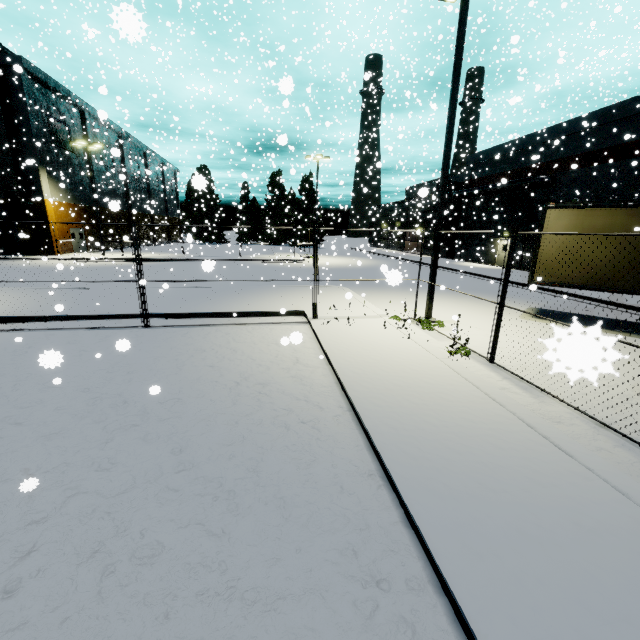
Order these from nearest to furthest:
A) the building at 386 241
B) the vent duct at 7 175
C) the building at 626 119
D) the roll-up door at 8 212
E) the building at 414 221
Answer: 1. the building at 626 119
2. the vent duct at 7 175
3. the building at 414 221
4. the roll-up door at 8 212
5. the building at 386 241

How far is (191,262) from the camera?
29.3m

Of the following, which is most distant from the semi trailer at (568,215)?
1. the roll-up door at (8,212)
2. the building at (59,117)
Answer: the roll-up door at (8,212)

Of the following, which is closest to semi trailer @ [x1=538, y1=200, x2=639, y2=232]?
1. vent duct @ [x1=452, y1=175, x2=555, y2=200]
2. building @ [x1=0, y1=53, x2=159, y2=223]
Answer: building @ [x1=0, y1=53, x2=159, y2=223]

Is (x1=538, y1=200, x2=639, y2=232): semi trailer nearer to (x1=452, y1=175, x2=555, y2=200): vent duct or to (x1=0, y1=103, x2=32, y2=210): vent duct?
(x1=452, y1=175, x2=555, y2=200): vent duct

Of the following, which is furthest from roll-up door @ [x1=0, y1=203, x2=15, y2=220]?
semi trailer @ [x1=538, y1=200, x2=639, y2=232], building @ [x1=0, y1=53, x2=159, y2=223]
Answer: semi trailer @ [x1=538, y1=200, x2=639, y2=232]

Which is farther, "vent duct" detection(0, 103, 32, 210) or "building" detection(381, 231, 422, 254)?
"building" detection(381, 231, 422, 254)
